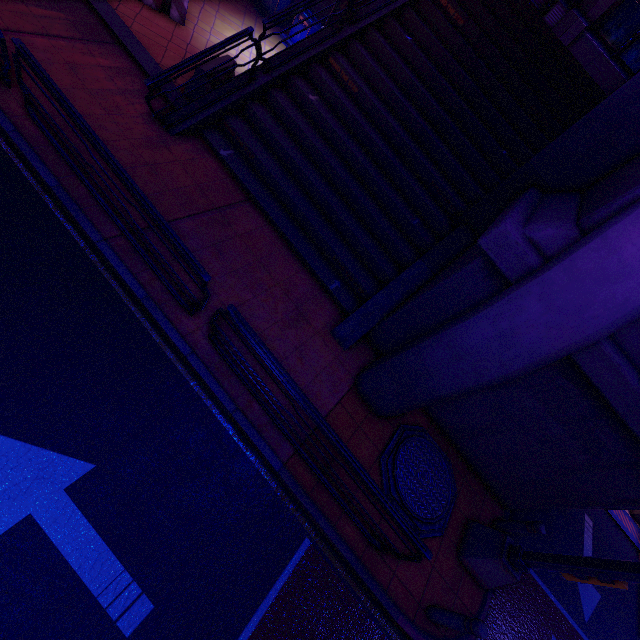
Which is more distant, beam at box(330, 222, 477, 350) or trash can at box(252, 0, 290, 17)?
trash can at box(252, 0, 290, 17)

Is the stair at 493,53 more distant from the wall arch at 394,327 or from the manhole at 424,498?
the manhole at 424,498

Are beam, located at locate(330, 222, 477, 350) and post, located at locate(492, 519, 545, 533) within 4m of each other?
no

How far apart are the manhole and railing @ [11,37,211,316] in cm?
454

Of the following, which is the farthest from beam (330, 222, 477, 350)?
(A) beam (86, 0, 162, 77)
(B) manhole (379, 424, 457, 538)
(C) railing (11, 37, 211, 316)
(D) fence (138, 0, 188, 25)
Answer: (D) fence (138, 0, 188, 25)

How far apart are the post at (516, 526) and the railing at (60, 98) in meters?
7.9 m

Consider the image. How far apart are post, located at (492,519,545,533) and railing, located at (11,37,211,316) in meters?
7.9 m

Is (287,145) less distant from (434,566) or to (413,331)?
(413,331)
